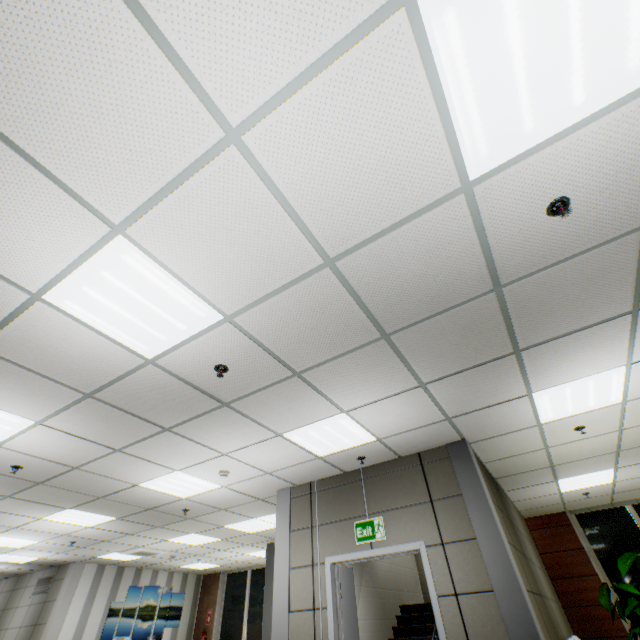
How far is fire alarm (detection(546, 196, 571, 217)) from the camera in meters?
2.1

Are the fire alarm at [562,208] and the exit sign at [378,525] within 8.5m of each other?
yes

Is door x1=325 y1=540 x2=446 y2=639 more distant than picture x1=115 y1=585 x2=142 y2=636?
No

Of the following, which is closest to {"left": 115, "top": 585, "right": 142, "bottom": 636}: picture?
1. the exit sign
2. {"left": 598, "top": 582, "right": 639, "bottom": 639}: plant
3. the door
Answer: the door

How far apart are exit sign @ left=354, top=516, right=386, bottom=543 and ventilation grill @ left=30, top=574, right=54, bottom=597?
11.2m

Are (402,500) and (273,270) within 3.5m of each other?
no

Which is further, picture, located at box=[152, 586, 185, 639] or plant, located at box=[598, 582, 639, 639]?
picture, located at box=[152, 586, 185, 639]

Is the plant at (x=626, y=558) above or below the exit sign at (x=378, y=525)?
below
